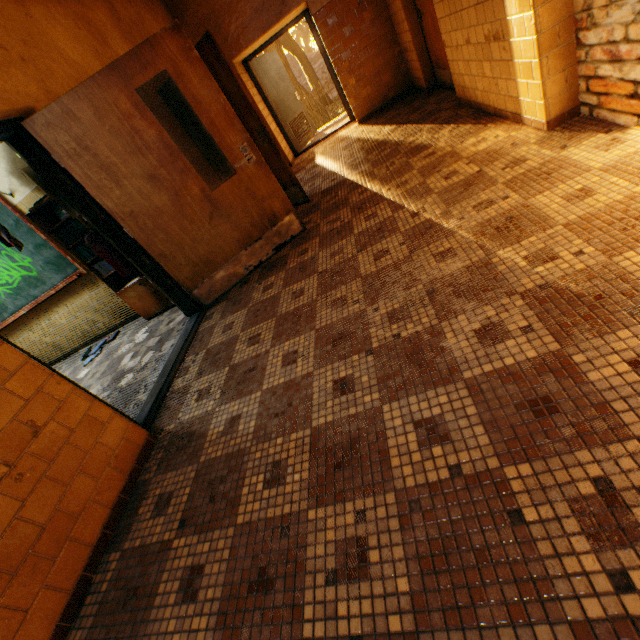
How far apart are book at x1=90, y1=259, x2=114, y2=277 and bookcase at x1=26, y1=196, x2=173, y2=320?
0.01m

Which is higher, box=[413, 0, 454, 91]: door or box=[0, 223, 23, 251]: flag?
box=[0, 223, 23, 251]: flag

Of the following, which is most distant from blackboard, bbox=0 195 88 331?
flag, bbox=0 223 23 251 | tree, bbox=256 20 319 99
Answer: tree, bbox=256 20 319 99

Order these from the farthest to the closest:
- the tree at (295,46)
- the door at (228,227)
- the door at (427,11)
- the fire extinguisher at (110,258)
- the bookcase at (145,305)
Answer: the tree at (295,46) → the door at (427,11) → the bookcase at (145,305) → the fire extinguisher at (110,258) → the door at (228,227)

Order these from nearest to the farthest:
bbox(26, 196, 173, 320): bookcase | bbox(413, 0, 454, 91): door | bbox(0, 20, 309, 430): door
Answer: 1. bbox(0, 20, 309, 430): door
2. bbox(26, 196, 173, 320): bookcase
3. bbox(413, 0, 454, 91): door

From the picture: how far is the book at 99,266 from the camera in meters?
4.1

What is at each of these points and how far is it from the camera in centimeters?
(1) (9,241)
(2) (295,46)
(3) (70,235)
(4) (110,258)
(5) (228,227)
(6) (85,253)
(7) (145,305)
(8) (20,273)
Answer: (1) flag, 360cm
(2) tree, 2405cm
(3) book, 392cm
(4) fire extinguisher, 334cm
(5) door, 345cm
(6) book, 405cm
(7) bookcase, 447cm
(8) blackboard, 457cm

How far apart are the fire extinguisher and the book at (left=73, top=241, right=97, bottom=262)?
0.53m
